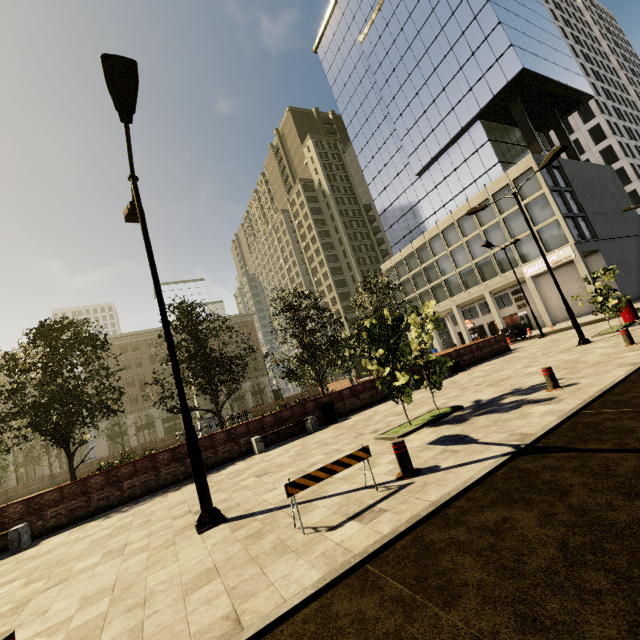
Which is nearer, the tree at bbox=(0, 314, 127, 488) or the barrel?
the tree at bbox=(0, 314, 127, 488)

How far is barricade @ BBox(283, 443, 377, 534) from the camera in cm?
Answer: 441

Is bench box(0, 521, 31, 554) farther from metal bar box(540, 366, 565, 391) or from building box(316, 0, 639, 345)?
building box(316, 0, 639, 345)

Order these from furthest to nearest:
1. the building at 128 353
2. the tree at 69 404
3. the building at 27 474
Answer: the building at 128 353, the building at 27 474, the tree at 69 404

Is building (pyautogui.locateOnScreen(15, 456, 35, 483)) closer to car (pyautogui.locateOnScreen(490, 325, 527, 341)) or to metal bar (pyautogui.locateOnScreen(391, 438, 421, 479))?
car (pyautogui.locateOnScreen(490, 325, 527, 341))

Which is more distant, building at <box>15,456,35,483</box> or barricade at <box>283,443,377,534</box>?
building at <box>15,456,35,483</box>

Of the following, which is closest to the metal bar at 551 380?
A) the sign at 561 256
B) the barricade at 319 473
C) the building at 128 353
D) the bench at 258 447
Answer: the barricade at 319 473

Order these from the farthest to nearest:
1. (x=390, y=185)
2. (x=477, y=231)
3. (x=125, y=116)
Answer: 1. (x=390, y=185)
2. (x=477, y=231)
3. (x=125, y=116)
